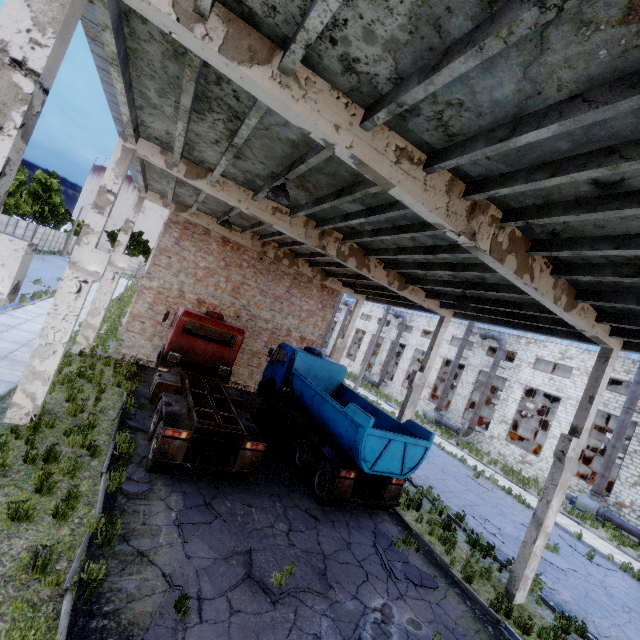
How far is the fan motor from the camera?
20.5 meters

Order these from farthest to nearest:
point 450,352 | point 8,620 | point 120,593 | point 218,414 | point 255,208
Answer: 1. point 450,352
2. point 255,208
3. point 218,414
4. point 120,593
5. point 8,620

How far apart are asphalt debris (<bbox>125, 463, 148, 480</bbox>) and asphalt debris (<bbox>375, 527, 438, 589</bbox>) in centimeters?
618cm

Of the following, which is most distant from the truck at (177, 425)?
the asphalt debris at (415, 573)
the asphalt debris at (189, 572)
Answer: the asphalt debris at (189, 572)

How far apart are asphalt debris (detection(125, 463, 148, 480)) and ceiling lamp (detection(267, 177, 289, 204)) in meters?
7.4

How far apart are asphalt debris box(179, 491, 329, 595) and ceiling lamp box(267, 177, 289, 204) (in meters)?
7.44

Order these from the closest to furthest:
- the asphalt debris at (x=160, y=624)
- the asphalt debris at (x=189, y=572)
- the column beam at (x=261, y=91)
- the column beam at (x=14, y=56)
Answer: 1. the column beam at (x=14, y=56)
2. the column beam at (x=261, y=91)
3. the asphalt debris at (x=160, y=624)
4. the asphalt debris at (x=189, y=572)

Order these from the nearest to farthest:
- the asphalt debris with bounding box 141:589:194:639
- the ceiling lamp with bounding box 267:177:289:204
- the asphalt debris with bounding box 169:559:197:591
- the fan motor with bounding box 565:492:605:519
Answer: the asphalt debris with bounding box 141:589:194:639, the asphalt debris with bounding box 169:559:197:591, the ceiling lamp with bounding box 267:177:289:204, the fan motor with bounding box 565:492:605:519
